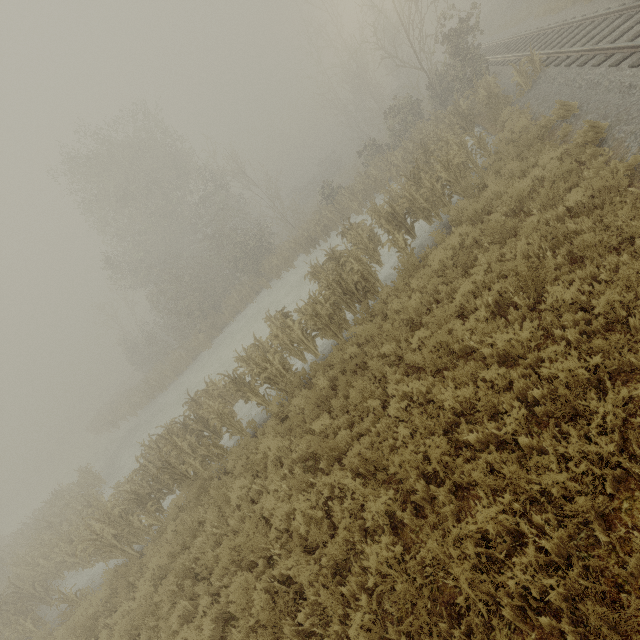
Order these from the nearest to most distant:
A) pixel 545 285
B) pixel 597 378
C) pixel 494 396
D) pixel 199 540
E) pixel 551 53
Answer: pixel 597 378 < pixel 494 396 < pixel 545 285 < pixel 199 540 < pixel 551 53
